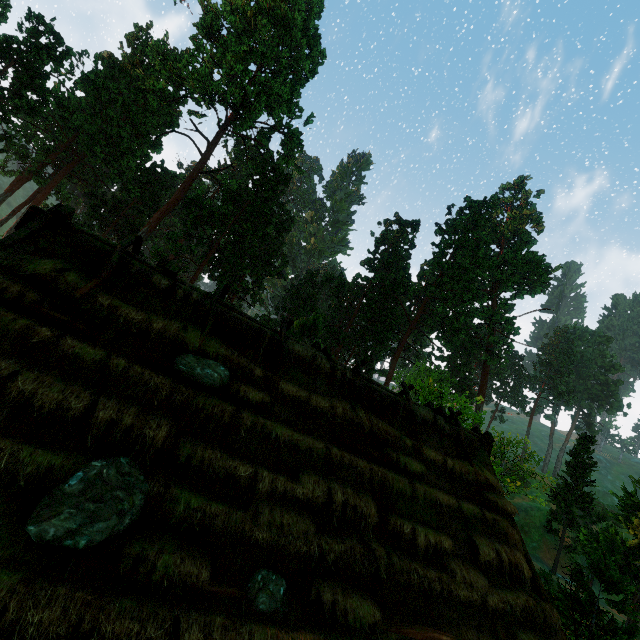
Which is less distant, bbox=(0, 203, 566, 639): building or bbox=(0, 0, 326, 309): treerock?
bbox=(0, 203, 566, 639): building

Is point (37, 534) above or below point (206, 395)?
below

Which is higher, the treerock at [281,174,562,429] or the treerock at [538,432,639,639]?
the treerock at [281,174,562,429]

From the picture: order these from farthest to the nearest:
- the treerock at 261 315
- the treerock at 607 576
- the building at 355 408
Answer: the treerock at 261 315 → the treerock at 607 576 → the building at 355 408

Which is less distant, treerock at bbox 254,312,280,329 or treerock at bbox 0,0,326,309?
treerock at bbox 0,0,326,309

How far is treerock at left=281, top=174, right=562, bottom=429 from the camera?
42.6 meters

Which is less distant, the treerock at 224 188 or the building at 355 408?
the building at 355 408
